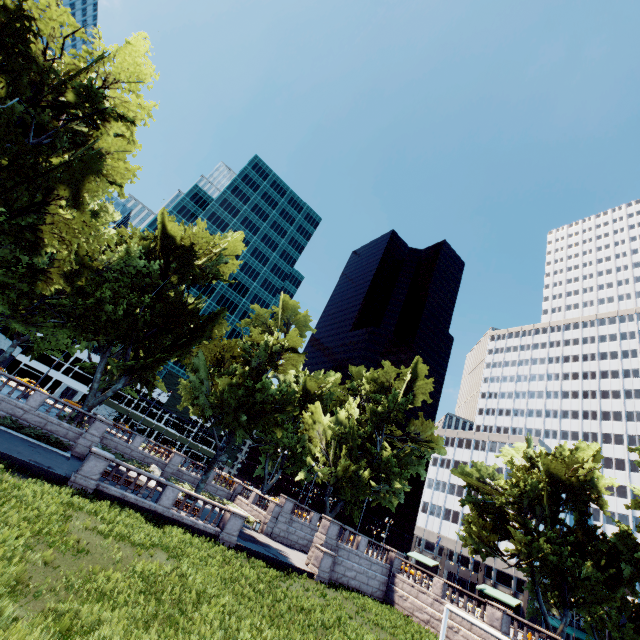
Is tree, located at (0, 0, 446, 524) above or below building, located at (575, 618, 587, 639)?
above

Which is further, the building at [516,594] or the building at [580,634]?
the building at [580,634]

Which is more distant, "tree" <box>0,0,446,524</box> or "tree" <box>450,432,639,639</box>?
"tree" <box>450,432,639,639</box>

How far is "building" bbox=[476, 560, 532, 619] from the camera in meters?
54.4

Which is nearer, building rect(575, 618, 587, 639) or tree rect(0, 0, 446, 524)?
tree rect(0, 0, 446, 524)

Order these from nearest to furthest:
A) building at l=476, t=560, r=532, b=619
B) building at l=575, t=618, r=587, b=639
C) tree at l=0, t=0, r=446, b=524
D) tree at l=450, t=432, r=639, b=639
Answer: tree at l=0, t=0, r=446, b=524 < tree at l=450, t=432, r=639, b=639 < building at l=476, t=560, r=532, b=619 < building at l=575, t=618, r=587, b=639

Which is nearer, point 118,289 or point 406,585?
point 118,289

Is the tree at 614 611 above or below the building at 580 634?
above
